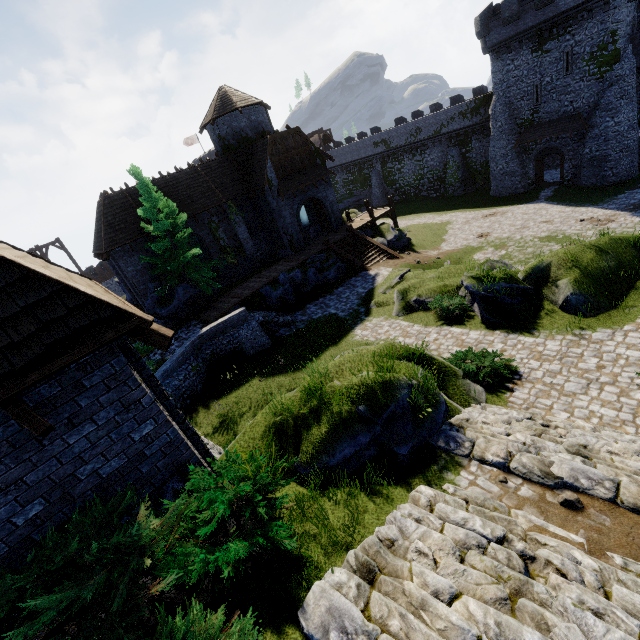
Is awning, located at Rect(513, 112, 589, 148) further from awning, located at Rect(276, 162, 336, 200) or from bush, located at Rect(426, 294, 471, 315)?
bush, located at Rect(426, 294, 471, 315)

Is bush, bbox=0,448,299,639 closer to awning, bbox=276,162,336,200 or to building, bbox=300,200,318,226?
building, bbox=300,200,318,226

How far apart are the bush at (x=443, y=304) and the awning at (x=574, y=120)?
26.1 meters

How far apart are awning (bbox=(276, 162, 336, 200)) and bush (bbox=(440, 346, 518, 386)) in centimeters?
1846cm

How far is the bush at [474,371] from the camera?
10.3m

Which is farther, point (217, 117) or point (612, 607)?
point (217, 117)

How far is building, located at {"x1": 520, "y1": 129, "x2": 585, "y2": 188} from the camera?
30.5 meters

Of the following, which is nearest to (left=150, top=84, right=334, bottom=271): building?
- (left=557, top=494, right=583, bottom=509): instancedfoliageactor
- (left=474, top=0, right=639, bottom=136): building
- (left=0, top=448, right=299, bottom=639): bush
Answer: (left=474, top=0, right=639, bottom=136): building
